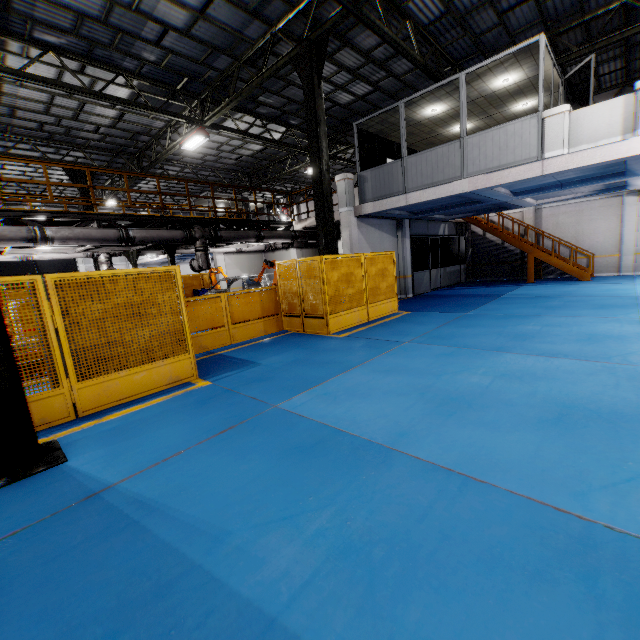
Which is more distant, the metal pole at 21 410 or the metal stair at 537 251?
the metal stair at 537 251

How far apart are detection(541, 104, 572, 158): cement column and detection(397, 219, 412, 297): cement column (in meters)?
6.97

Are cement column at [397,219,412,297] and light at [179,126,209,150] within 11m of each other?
yes

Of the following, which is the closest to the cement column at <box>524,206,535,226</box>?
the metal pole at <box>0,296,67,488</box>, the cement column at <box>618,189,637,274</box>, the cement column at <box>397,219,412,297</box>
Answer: the cement column at <box>618,189,637,274</box>

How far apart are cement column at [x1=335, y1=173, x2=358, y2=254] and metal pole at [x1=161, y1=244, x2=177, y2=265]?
A: 6.12m

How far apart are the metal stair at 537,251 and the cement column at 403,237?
5.3 meters

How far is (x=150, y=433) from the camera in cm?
429

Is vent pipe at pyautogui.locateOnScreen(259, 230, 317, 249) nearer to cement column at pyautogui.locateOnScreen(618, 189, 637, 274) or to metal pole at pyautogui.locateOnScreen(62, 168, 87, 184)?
metal pole at pyautogui.locateOnScreen(62, 168, 87, 184)
